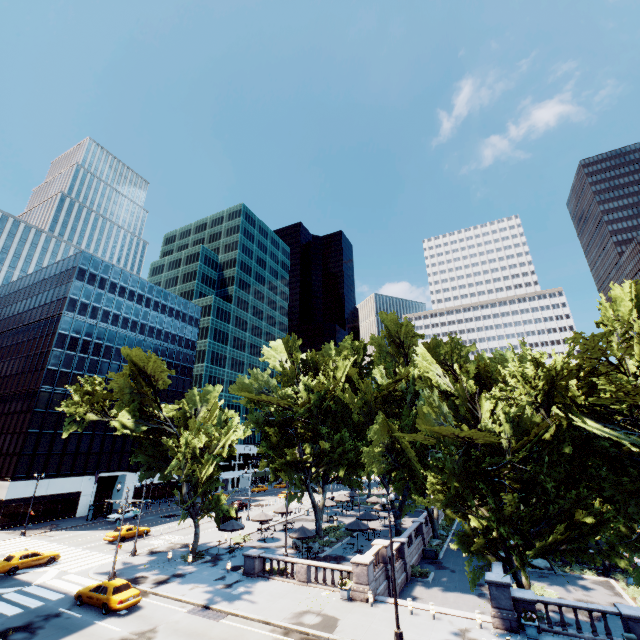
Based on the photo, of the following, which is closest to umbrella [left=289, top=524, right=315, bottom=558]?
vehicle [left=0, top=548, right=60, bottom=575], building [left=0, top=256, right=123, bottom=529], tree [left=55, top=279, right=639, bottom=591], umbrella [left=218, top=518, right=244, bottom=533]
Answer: tree [left=55, top=279, right=639, bottom=591]

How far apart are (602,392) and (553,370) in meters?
5.8 m

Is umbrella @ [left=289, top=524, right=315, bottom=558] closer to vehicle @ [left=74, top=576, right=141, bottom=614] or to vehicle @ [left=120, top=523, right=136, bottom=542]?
vehicle @ [left=74, top=576, right=141, bottom=614]

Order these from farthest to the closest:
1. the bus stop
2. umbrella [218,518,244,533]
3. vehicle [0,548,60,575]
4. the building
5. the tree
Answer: the bus stop < the building < umbrella [218,518,244,533] < vehicle [0,548,60,575] < the tree

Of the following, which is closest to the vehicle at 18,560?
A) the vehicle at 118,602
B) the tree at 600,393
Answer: the tree at 600,393

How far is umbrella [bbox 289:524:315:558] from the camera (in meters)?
30.78

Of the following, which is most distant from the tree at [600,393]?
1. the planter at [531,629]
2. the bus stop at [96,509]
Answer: the bus stop at [96,509]

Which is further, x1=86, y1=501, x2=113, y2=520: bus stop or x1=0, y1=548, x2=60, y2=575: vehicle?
x1=86, y1=501, x2=113, y2=520: bus stop
